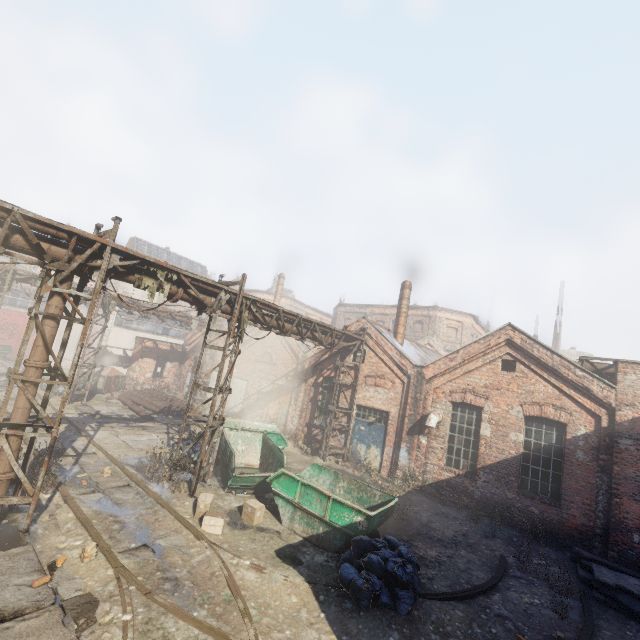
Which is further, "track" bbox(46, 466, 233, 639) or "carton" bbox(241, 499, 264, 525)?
"carton" bbox(241, 499, 264, 525)

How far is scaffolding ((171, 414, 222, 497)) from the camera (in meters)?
9.62

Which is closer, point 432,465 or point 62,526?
point 62,526

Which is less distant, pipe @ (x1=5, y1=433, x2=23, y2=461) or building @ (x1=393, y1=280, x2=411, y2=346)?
pipe @ (x1=5, y1=433, x2=23, y2=461)

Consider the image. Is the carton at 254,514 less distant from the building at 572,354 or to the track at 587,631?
the track at 587,631

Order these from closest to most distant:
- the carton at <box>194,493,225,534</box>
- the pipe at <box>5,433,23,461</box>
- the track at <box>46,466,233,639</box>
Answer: the track at <box>46,466,233,639</box>, the pipe at <box>5,433,23,461</box>, the carton at <box>194,493,225,534</box>

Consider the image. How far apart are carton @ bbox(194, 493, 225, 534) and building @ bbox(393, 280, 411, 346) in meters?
12.3

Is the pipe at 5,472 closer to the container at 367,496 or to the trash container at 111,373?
the container at 367,496
